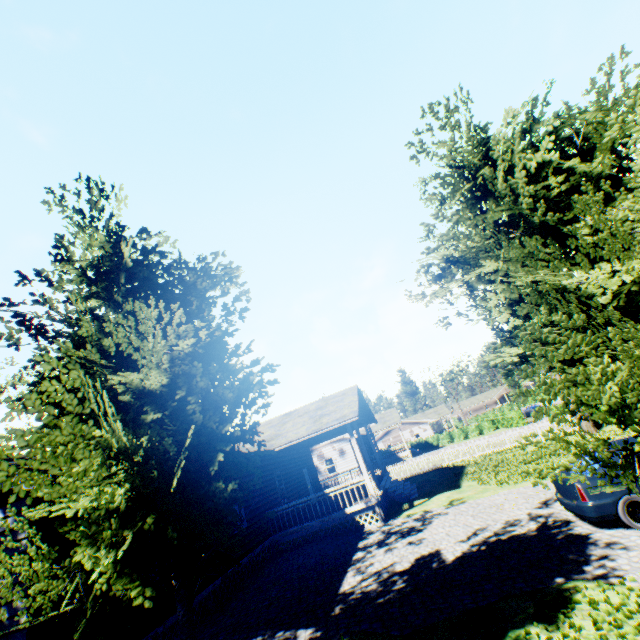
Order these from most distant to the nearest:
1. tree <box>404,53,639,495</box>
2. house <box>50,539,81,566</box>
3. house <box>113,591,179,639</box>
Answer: house <box>113,591,179,639</box>
house <box>50,539,81,566</box>
tree <box>404,53,639,495</box>

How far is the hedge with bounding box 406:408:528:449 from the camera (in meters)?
41.47

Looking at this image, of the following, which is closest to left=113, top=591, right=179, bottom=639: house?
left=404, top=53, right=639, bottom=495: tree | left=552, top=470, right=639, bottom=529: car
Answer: left=404, top=53, right=639, bottom=495: tree

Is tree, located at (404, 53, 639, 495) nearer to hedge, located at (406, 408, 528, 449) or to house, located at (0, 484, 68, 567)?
house, located at (0, 484, 68, 567)

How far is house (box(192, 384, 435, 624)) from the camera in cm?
1253

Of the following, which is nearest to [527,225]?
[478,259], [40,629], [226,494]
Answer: [226,494]

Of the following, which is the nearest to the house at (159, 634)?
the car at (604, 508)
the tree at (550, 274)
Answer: the tree at (550, 274)

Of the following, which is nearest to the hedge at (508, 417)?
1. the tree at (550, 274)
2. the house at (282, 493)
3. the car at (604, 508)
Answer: the house at (282, 493)
